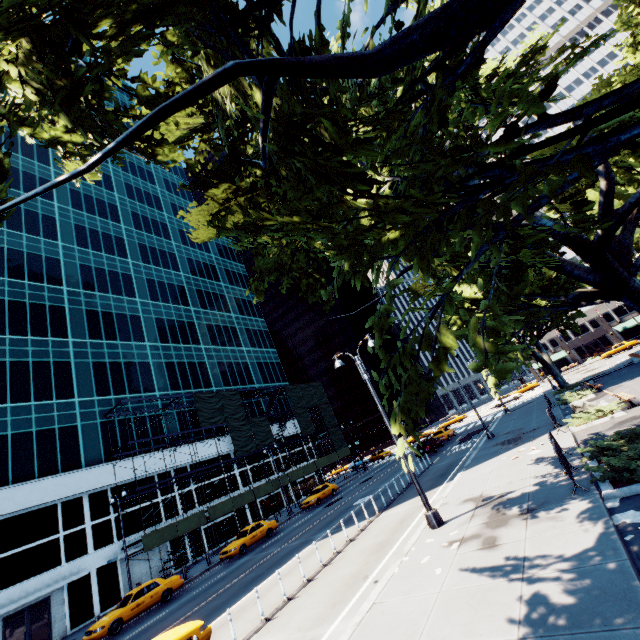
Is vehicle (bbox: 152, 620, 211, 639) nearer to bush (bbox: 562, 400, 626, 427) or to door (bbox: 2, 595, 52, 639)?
bush (bbox: 562, 400, 626, 427)

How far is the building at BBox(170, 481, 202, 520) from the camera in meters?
32.6

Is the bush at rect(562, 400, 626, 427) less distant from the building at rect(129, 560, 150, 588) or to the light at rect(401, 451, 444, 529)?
the light at rect(401, 451, 444, 529)

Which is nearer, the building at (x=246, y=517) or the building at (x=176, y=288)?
the building at (x=176, y=288)

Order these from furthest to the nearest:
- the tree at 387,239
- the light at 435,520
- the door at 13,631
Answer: the door at 13,631 < the light at 435,520 < the tree at 387,239

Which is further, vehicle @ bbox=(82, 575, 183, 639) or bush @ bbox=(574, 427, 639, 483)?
vehicle @ bbox=(82, 575, 183, 639)

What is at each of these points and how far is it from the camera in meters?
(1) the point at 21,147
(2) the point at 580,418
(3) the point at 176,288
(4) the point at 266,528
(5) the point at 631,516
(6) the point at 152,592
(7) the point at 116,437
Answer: (1) building, 41.5 m
(2) bush, 17.1 m
(3) building, 48.9 m
(4) vehicle, 26.8 m
(5) instancedfoliageactor, 7.2 m
(6) vehicle, 19.6 m
(7) building, 31.8 m

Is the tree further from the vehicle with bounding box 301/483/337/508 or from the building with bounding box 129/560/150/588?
the building with bounding box 129/560/150/588
